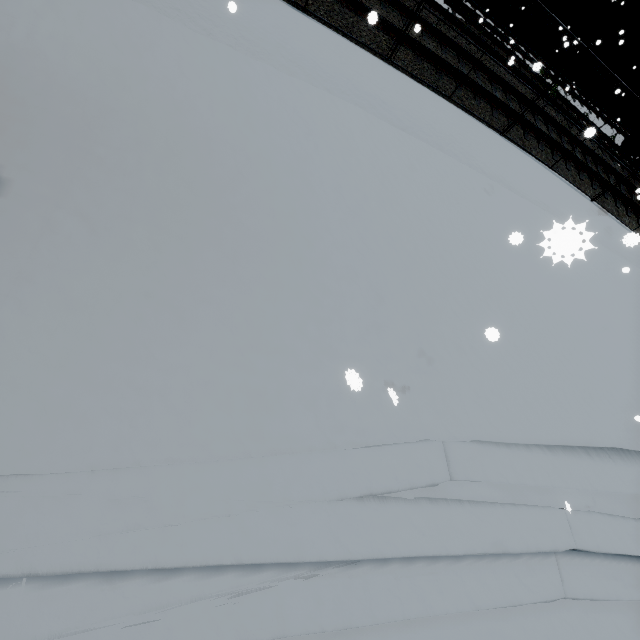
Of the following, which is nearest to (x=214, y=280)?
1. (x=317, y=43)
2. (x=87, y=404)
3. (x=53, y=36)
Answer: (x=87, y=404)
